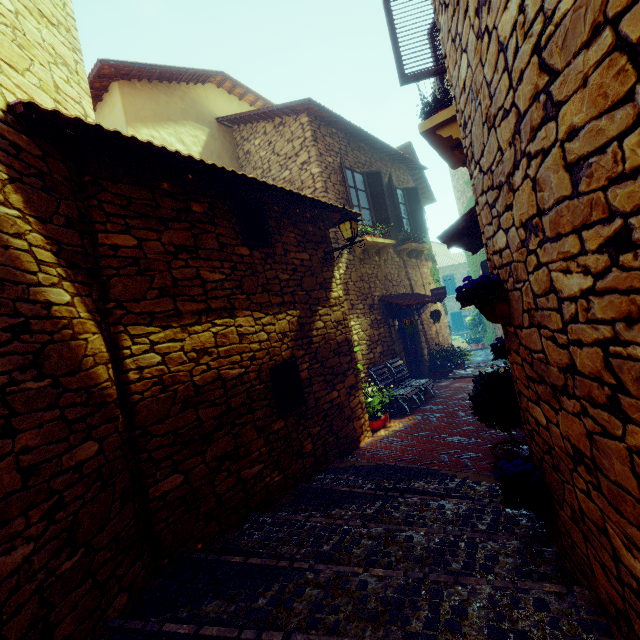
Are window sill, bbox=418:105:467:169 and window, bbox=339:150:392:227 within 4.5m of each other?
yes

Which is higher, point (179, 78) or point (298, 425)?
point (179, 78)

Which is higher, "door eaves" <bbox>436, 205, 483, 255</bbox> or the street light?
the street light

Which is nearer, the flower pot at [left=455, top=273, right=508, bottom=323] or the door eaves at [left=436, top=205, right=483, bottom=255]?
the flower pot at [left=455, top=273, right=508, bottom=323]

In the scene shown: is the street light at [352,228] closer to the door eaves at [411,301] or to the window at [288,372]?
the window at [288,372]

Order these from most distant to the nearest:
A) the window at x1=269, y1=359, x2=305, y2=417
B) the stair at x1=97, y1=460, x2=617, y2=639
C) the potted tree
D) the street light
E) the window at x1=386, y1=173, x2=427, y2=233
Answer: the window at x1=386, y1=173, x2=427, y2=233, the street light, the window at x1=269, y1=359, x2=305, y2=417, the potted tree, the stair at x1=97, y1=460, x2=617, y2=639

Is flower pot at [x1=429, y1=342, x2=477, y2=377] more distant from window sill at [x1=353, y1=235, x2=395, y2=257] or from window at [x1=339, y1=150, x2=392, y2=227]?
window at [x1=339, y1=150, x2=392, y2=227]

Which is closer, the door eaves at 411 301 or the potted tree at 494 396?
the potted tree at 494 396
